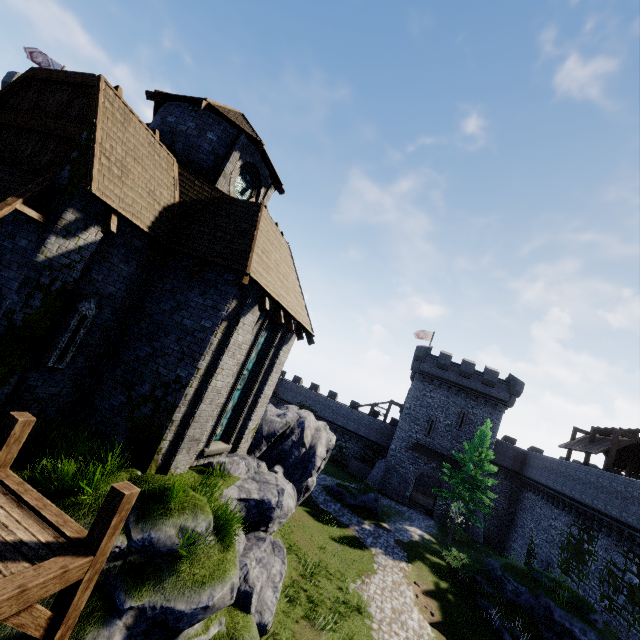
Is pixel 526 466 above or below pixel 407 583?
above

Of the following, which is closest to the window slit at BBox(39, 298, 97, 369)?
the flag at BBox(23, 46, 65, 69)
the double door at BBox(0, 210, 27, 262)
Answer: the double door at BBox(0, 210, 27, 262)

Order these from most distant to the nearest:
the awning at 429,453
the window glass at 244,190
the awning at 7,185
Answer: the awning at 429,453 → the window glass at 244,190 → the awning at 7,185

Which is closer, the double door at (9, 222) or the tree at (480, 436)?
the double door at (9, 222)

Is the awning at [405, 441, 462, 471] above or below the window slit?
below

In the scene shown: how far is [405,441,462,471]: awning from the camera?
34.3m

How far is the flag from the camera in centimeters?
3005cm

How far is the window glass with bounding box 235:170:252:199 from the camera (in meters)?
13.74
